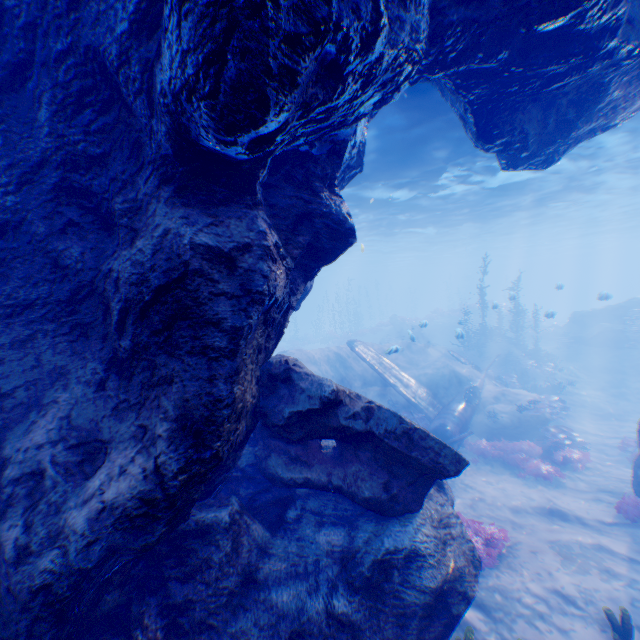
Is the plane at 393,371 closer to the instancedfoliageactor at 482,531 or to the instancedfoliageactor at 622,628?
the instancedfoliageactor at 482,531

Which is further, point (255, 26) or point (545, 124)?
point (545, 124)

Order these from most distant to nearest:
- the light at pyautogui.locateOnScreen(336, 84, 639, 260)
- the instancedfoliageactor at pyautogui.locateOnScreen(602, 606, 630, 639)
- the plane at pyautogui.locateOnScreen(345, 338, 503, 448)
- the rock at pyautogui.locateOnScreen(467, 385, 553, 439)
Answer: the rock at pyautogui.locateOnScreen(467, 385, 553, 439)
the plane at pyautogui.locateOnScreen(345, 338, 503, 448)
the light at pyautogui.locateOnScreen(336, 84, 639, 260)
the instancedfoliageactor at pyautogui.locateOnScreen(602, 606, 630, 639)

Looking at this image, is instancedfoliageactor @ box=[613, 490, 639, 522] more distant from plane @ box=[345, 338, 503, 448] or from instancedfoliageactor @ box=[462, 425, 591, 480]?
plane @ box=[345, 338, 503, 448]

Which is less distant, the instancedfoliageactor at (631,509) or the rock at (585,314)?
the instancedfoliageactor at (631,509)

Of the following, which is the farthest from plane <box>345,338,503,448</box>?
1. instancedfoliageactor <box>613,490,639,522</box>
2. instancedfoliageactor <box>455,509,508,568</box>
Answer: instancedfoliageactor <box>613,490,639,522</box>

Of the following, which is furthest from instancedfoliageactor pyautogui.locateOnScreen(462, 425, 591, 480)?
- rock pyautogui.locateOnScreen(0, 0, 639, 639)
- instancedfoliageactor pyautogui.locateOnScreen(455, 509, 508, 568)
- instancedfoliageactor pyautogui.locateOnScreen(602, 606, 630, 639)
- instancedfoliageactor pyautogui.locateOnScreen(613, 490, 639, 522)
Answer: instancedfoliageactor pyautogui.locateOnScreen(602, 606, 630, 639)

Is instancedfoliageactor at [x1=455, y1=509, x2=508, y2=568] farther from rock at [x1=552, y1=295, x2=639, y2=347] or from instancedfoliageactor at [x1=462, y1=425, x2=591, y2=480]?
instancedfoliageactor at [x1=462, y1=425, x2=591, y2=480]
